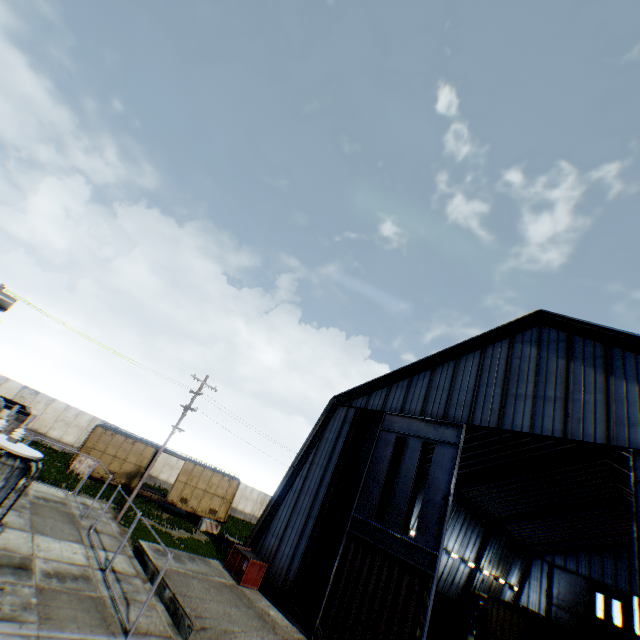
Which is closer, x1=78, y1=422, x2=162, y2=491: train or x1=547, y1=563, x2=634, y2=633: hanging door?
x1=78, y1=422, x2=162, y2=491: train

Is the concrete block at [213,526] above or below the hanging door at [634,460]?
below

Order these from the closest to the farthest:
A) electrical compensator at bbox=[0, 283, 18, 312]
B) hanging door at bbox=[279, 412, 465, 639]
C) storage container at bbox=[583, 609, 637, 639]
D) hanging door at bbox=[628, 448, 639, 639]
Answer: hanging door at bbox=[628, 448, 639, 639] < hanging door at bbox=[279, 412, 465, 639] < electrical compensator at bbox=[0, 283, 18, 312] < storage container at bbox=[583, 609, 637, 639]

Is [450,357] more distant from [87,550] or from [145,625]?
[87,550]

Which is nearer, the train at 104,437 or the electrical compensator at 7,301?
the electrical compensator at 7,301

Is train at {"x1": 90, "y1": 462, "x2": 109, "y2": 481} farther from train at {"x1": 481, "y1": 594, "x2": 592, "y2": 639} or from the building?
train at {"x1": 481, "y1": 594, "x2": 592, "y2": 639}

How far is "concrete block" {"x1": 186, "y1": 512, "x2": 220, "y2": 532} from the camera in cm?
2616

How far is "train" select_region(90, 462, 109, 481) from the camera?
24.91m
